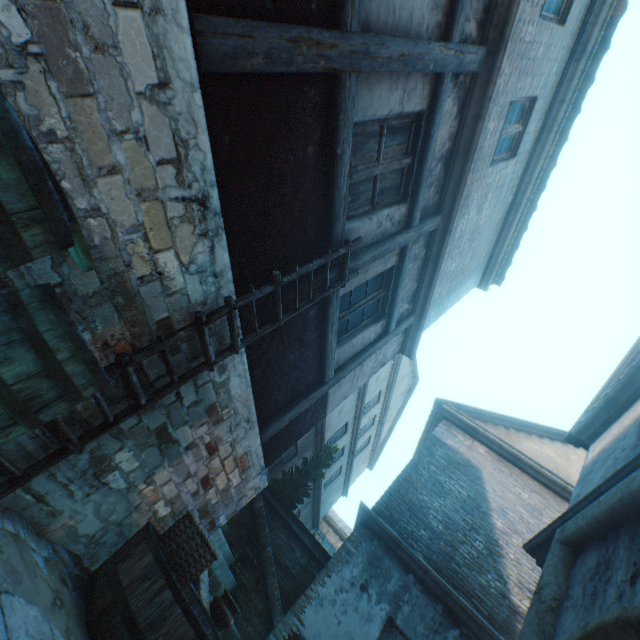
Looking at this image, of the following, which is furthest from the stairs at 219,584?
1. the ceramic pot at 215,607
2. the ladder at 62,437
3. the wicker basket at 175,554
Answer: the ladder at 62,437

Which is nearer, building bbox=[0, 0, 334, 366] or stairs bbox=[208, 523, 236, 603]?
building bbox=[0, 0, 334, 366]

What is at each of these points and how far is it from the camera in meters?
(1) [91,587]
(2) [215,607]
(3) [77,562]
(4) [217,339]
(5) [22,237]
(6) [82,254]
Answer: (1) cask, 2.5 m
(2) ceramic pot, 3.8 m
(3) ground pavers, 2.7 m
(4) building, 2.8 m
(5) barrel, 1.0 m
(6) barrel lid, 1.2 m

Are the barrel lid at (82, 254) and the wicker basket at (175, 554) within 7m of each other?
yes

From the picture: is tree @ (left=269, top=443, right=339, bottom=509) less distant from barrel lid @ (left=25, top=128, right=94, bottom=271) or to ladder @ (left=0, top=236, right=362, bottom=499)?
ladder @ (left=0, top=236, right=362, bottom=499)

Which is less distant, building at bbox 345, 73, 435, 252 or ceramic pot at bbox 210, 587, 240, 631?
building at bbox 345, 73, 435, 252

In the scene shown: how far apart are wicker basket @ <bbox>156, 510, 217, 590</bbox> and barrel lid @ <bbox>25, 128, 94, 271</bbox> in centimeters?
277cm

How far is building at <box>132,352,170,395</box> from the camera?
2.4 meters
